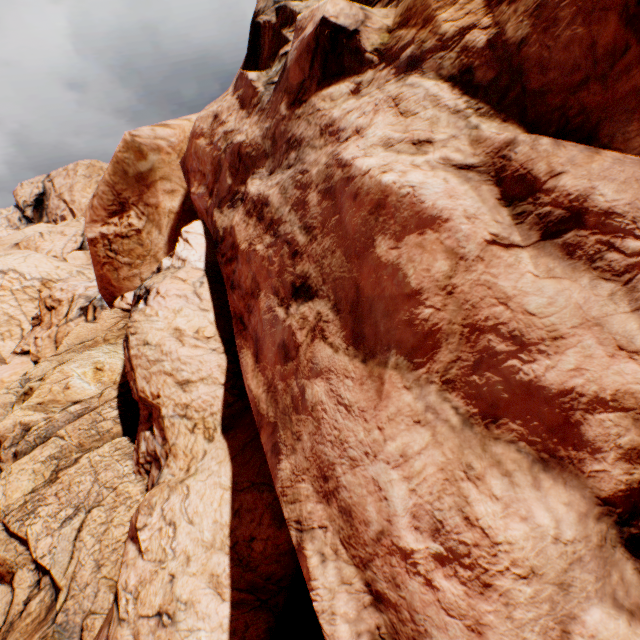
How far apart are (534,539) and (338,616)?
0.96m
